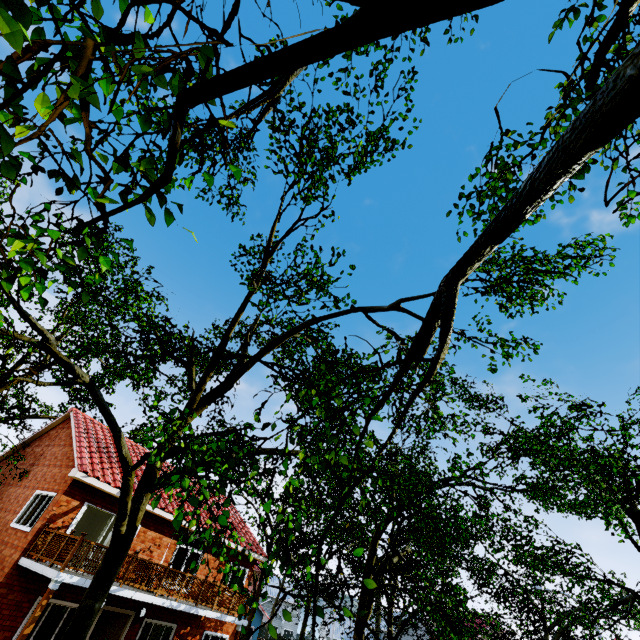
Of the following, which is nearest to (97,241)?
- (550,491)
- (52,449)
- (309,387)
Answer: (309,387)

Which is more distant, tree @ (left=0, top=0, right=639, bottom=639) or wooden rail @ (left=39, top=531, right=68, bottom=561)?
wooden rail @ (left=39, top=531, right=68, bottom=561)

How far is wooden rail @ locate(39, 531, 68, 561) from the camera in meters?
11.1

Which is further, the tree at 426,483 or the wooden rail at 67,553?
the wooden rail at 67,553

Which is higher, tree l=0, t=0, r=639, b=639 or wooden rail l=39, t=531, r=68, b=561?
tree l=0, t=0, r=639, b=639

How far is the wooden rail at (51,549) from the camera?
11.06m
